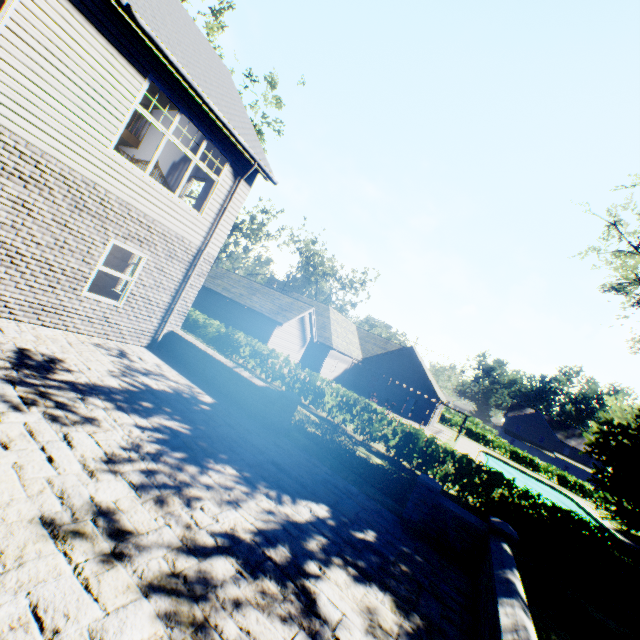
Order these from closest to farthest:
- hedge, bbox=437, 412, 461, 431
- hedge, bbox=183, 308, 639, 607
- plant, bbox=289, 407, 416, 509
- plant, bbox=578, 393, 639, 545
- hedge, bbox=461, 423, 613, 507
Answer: plant, bbox=289, 407, 416, 509 → hedge, bbox=183, 308, 639, 607 → plant, bbox=578, 393, 639, 545 → hedge, bbox=461, 423, 613, 507 → hedge, bbox=437, 412, 461, 431

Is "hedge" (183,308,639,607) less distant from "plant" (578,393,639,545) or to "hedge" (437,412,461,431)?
"plant" (578,393,639,545)

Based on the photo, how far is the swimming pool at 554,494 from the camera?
29.23m

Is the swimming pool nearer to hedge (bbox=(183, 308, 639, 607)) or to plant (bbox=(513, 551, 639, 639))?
plant (bbox=(513, 551, 639, 639))

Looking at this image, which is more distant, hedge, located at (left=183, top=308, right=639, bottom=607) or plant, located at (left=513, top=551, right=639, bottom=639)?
hedge, located at (left=183, top=308, right=639, bottom=607)

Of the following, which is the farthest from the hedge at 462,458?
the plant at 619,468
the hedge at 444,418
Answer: the hedge at 444,418

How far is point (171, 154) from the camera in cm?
1320
